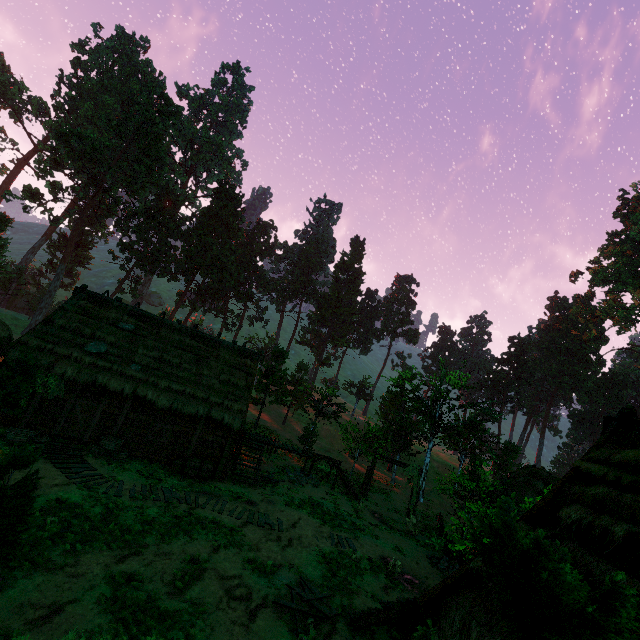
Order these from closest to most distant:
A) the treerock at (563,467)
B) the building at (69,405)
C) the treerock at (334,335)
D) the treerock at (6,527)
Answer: the treerock at (6,527) < the building at (69,405) < the treerock at (563,467) < the treerock at (334,335)

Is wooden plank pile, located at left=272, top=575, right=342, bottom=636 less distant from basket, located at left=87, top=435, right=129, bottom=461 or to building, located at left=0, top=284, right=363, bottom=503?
building, located at left=0, top=284, right=363, bottom=503

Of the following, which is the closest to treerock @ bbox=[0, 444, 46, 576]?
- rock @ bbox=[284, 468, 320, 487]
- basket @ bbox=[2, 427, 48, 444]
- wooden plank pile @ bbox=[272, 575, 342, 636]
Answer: basket @ bbox=[2, 427, 48, 444]

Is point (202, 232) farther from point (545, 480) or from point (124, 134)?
point (545, 480)

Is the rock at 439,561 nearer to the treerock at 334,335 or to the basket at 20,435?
the treerock at 334,335

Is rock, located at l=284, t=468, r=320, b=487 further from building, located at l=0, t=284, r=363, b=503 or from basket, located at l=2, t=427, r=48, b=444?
basket, located at l=2, t=427, r=48, b=444

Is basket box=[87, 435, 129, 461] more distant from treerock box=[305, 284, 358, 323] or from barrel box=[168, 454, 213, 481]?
treerock box=[305, 284, 358, 323]

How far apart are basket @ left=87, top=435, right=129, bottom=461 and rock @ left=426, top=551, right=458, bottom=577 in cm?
1657
